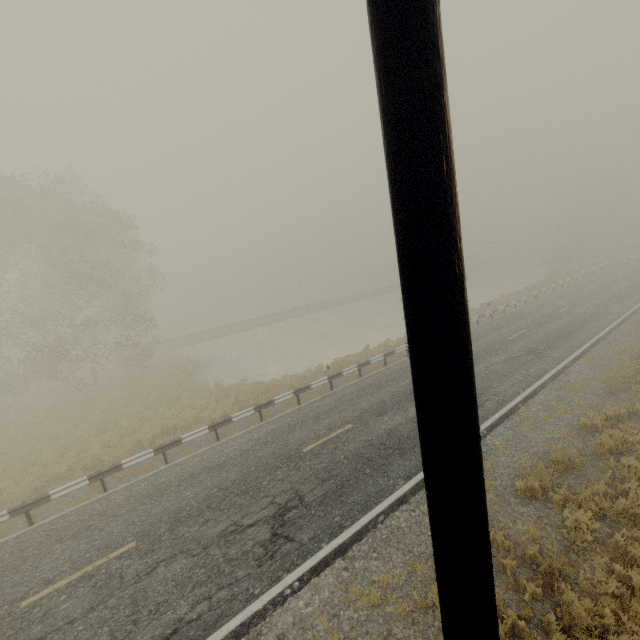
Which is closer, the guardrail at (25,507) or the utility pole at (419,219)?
the utility pole at (419,219)

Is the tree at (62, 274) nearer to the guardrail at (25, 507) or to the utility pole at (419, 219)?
the guardrail at (25, 507)

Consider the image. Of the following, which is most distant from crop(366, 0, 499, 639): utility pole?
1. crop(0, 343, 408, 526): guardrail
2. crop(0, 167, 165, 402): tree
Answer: crop(0, 167, 165, 402): tree

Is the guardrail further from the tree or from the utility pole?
the tree

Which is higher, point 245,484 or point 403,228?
point 403,228
